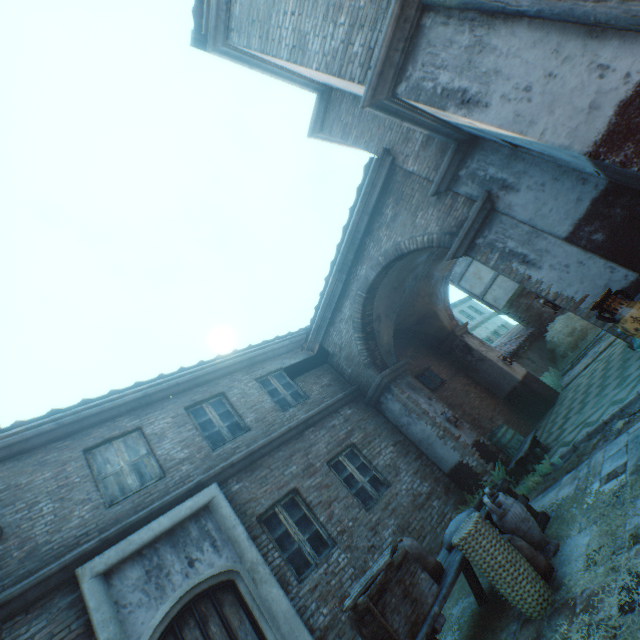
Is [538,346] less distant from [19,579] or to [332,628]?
[332,628]

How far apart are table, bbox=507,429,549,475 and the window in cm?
315

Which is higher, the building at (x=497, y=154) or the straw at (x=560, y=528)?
the building at (x=497, y=154)

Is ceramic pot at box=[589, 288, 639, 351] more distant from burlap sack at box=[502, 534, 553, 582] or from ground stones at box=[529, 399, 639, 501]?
burlap sack at box=[502, 534, 553, 582]

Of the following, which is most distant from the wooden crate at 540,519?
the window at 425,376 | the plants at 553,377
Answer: the plants at 553,377

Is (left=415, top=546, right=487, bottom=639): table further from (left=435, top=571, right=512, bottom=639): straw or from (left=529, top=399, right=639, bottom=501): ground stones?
(left=529, top=399, right=639, bottom=501): ground stones

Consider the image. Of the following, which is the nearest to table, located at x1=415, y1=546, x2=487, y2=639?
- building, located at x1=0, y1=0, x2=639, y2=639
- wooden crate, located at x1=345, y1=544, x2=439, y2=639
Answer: wooden crate, located at x1=345, y1=544, x2=439, y2=639

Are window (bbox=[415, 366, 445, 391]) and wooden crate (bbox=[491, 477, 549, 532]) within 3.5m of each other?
no
